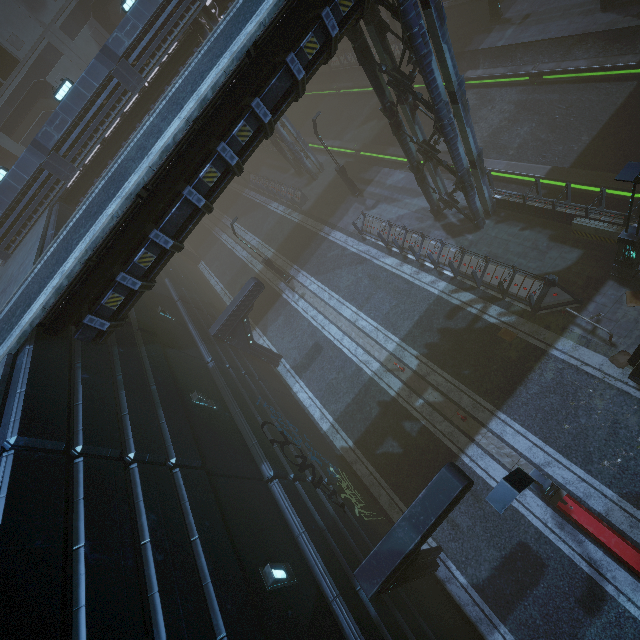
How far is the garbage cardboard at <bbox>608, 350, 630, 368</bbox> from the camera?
10.3 meters

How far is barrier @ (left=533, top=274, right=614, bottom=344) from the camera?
10.9 meters

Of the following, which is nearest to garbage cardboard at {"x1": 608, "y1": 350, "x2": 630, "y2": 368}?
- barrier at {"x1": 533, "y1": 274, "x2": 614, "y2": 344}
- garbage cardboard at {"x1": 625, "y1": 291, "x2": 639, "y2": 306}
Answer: barrier at {"x1": 533, "y1": 274, "x2": 614, "y2": 344}

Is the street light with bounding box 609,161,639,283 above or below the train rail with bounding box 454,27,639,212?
above

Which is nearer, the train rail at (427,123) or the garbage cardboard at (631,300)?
the garbage cardboard at (631,300)

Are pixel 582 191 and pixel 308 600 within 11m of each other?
no

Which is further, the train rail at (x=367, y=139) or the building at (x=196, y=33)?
the train rail at (x=367, y=139)

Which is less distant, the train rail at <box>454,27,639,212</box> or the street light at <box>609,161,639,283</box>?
the street light at <box>609,161,639,283</box>
